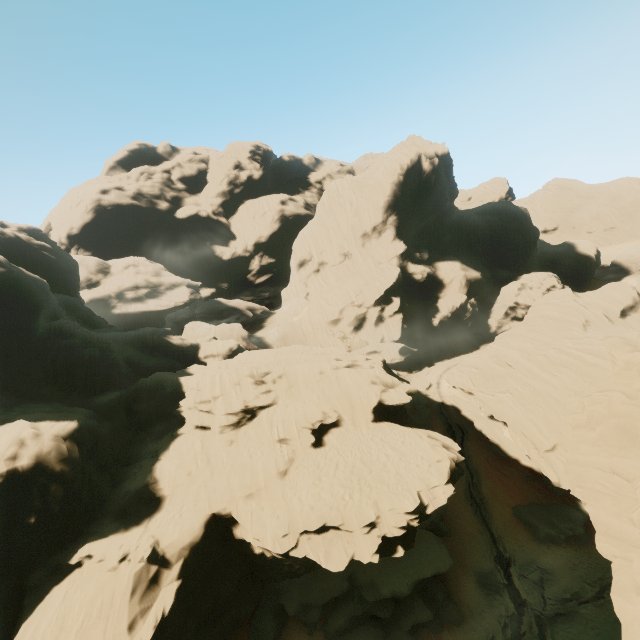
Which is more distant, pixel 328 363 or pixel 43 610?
pixel 328 363

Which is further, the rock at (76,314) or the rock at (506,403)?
the rock at (76,314)

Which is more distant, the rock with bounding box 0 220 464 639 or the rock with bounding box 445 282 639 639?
the rock with bounding box 0 220 464 639
